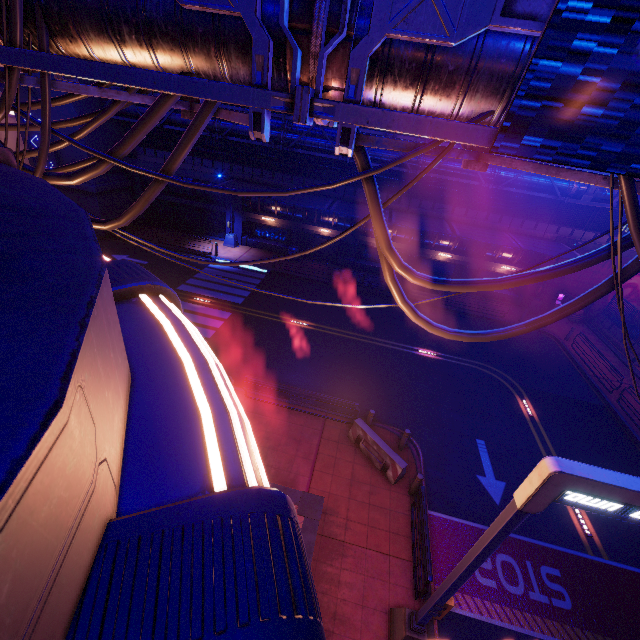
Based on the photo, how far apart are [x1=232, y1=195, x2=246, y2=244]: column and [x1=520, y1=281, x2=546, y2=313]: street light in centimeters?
2462cm

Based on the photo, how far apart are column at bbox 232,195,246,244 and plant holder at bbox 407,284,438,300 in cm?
1530

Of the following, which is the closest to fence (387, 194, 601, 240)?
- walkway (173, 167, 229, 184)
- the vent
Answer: walkway (173, 167, 229, 184)

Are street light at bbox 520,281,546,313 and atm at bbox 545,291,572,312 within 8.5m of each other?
yes

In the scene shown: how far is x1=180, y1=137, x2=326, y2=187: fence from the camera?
25.53m

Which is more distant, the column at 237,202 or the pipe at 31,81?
the column at 237,202

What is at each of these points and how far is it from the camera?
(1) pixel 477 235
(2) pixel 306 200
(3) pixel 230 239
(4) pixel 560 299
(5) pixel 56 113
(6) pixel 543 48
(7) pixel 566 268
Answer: (1) awning, 21.7 meters
(2) awning, 23.1 meters
(3) street light, 28.3 meters
(4) atm, 25.8 meters
(5) wall arch, 22.9 meters
(6) sign, 2.8 meters
(7) cable, 4.7 meters

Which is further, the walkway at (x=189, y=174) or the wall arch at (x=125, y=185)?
the walkway at (x=189, y=174)
